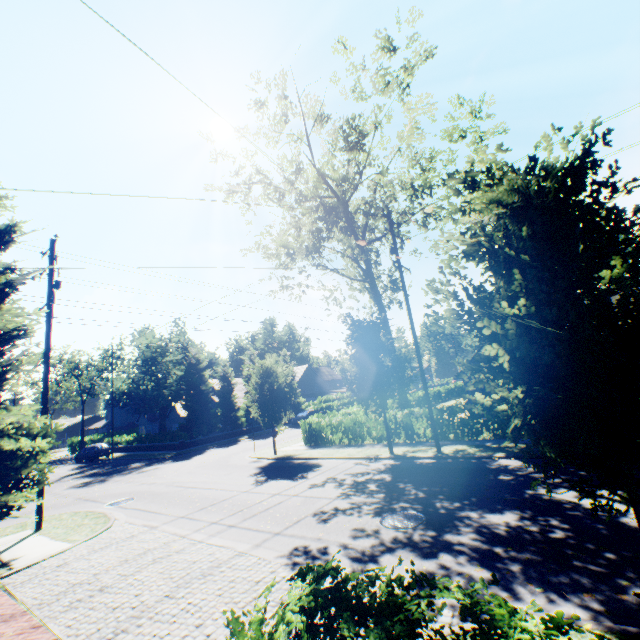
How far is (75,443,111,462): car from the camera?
33.7m

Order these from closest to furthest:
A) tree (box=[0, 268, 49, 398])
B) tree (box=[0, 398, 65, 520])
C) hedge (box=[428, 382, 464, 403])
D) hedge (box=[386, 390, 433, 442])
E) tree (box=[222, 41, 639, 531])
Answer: tree (box=[222, 41, 639, 531])
tree (box=[0, 398, 65, 520])
tree (box=[0, 268, 49, 398])
hedge (box=[386, 390, 433, 442])
hedge (box=[428, 382, 464, 403])

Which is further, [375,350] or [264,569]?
[375,350]

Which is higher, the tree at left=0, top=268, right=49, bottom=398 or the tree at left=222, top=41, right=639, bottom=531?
the tree at left=0, top=268, right=49, bottom=398

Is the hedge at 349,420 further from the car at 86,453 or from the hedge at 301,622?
the car at 86,453

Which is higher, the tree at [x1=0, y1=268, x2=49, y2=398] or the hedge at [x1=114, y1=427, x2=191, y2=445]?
the tree at [x1=0, y1=268, x2=49, y2=398]

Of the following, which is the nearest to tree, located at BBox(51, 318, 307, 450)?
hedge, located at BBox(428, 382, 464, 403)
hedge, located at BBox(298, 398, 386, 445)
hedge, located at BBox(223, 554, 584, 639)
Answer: hedge, located at BBox(428, 382, 464, 403)

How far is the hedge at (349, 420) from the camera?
19.30m
